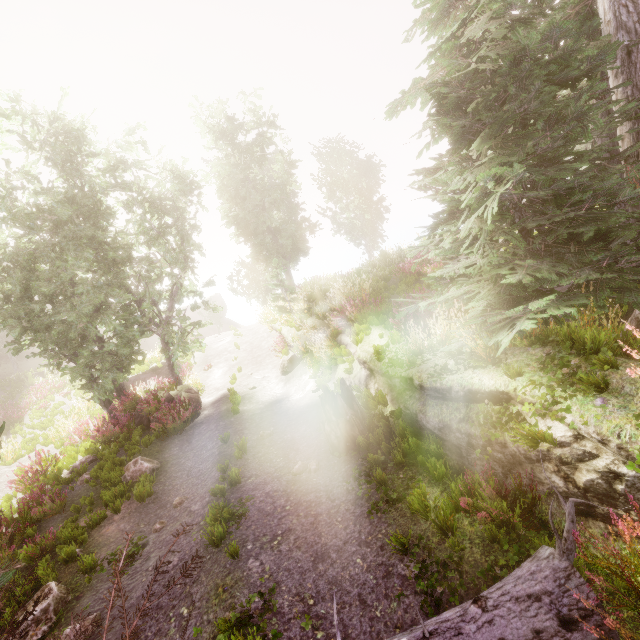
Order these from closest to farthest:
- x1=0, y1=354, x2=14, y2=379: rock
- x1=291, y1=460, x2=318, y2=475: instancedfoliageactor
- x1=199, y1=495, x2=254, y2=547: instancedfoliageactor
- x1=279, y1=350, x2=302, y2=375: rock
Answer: x1=199, y1=495, x2=254, y2=547: instancedfoliageactor → x1=291, y1=460, x2=318, y2=475: instancedfoliageactor → x1=279, y1=350, x2=302, y2=375: rock → x1=0, y1=354, x2=14, y2=379: rock

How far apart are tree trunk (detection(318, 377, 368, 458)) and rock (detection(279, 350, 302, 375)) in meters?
5.5 m

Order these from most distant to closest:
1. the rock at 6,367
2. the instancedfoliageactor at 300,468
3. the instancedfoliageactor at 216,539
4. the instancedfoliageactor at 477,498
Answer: the rock at 6,367 < the instancedfoliageactor at 300,468 < the instancedfoliageactor at 216,539 < the instancedfoliageactor at 477,498

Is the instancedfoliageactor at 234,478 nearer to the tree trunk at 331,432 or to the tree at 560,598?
the tree at 560,598

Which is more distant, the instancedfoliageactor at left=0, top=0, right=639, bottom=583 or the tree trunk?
the tree trunk

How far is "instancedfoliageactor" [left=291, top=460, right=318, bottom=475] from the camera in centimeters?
662cm

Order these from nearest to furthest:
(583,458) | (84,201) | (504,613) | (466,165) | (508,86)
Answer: (504,613) → (583,458) → (508,86) → (466,165) → (84,201)

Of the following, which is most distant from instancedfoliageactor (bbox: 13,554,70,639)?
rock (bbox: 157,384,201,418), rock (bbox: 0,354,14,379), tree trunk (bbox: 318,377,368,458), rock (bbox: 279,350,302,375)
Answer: rock (bbox: 279,350,302,375)
